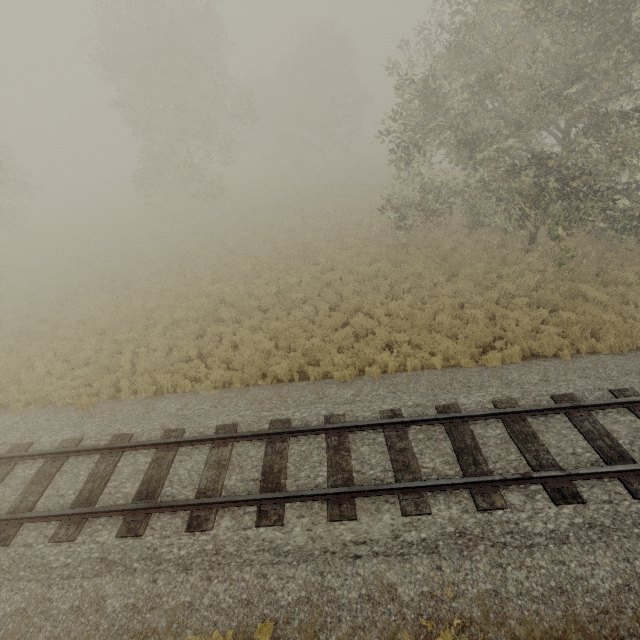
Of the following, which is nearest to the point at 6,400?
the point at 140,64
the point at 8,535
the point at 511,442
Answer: the point at 8,535
